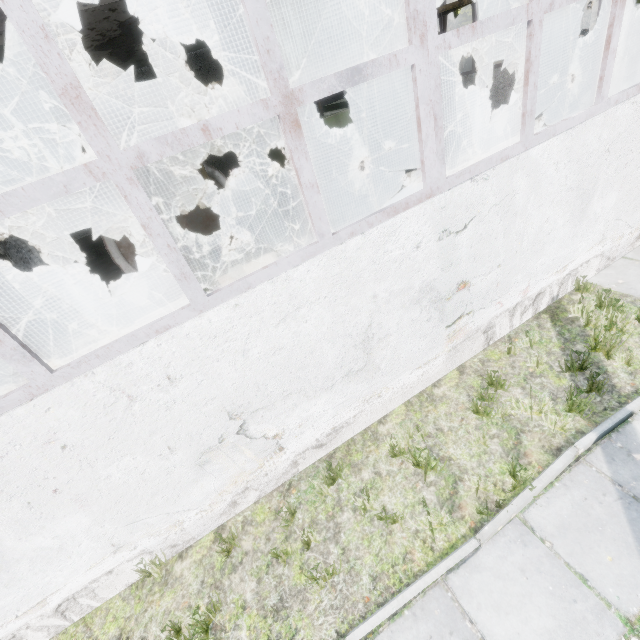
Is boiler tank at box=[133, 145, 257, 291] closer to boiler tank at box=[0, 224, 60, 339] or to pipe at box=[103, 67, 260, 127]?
boiler tank at box=[0, 224, 60, 339]

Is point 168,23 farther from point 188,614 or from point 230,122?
point 188,614

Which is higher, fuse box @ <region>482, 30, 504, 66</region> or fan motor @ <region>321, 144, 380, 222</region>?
fuse box @ <region>482, 30, 504, 66</region>

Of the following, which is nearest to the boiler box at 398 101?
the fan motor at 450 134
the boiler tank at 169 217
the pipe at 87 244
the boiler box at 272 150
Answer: the fan motor at 450 134

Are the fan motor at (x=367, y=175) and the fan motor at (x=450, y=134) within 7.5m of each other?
yes

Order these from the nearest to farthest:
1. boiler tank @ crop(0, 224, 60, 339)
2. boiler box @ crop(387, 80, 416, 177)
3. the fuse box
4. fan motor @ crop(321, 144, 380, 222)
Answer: fan motor @ crop(321, 144, 380, 222) → boiler tank @ crop(0, 224, 60, 339) → boiler box @ crop(387, 80, 416, 177) → the fuse box

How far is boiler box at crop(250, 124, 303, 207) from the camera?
12.5 meters

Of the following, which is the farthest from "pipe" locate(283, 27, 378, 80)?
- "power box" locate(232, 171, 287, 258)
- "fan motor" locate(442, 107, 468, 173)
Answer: "power box" locate(232, 171, 287, 258)
